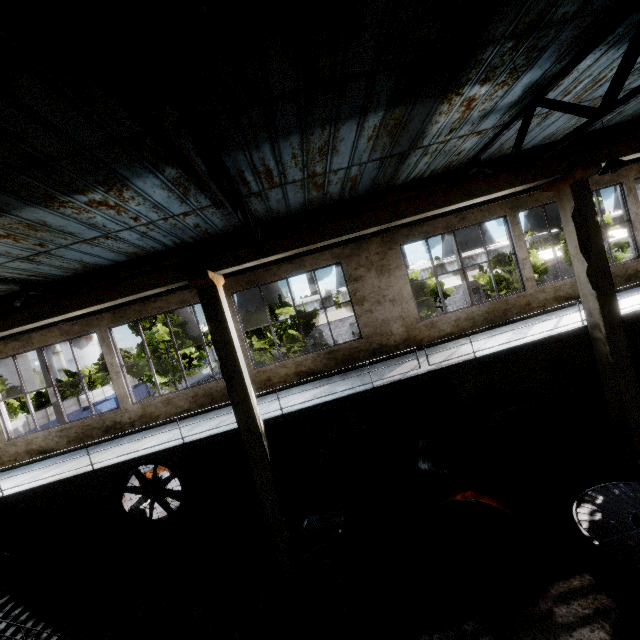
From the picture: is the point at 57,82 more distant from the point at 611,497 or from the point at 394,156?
the point at 611,497

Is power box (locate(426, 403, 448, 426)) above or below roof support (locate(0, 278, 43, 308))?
below

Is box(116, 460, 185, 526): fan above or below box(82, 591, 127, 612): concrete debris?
above

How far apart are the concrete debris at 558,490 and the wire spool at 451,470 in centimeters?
173cm

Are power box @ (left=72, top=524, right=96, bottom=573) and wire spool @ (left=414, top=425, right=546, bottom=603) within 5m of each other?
no

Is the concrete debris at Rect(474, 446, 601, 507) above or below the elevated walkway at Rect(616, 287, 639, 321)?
below

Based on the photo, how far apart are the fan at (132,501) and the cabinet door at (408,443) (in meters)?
7.14

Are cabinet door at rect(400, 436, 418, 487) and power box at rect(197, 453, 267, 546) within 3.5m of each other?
no
